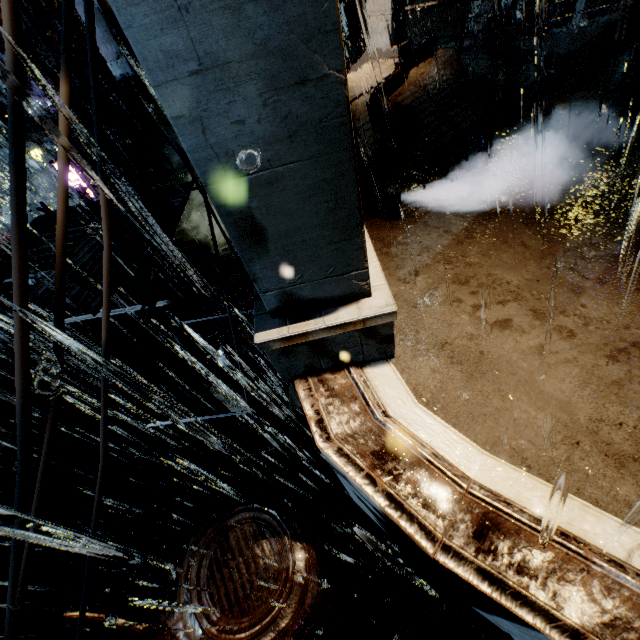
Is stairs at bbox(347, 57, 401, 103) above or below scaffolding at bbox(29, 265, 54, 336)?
below

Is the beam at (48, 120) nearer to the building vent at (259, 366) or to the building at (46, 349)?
the building at (46, 349)

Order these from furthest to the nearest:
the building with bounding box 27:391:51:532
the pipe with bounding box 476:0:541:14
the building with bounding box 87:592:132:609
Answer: the pipe with bounding box 476:0:541:14
the building with bounding box 87:592:132:609
the building with bounding box 27:391:51:532

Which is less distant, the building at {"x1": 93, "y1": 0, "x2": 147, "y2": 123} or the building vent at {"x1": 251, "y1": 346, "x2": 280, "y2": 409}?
the building vent at {"x1": 251, "y1": 346, "x2": 280, "y2": 409}

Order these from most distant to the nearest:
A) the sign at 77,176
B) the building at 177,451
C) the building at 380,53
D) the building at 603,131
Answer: the sign at 77,176 → the building at 177,451 → the building at 380,53 → the building at 603,131

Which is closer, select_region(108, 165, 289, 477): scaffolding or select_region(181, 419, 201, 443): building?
select_region(108, 165, 289, 477): scaffolding

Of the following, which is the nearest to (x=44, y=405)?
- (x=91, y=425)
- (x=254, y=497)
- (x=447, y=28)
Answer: (x=91, y=425)

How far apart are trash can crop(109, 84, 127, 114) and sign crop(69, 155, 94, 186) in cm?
693
